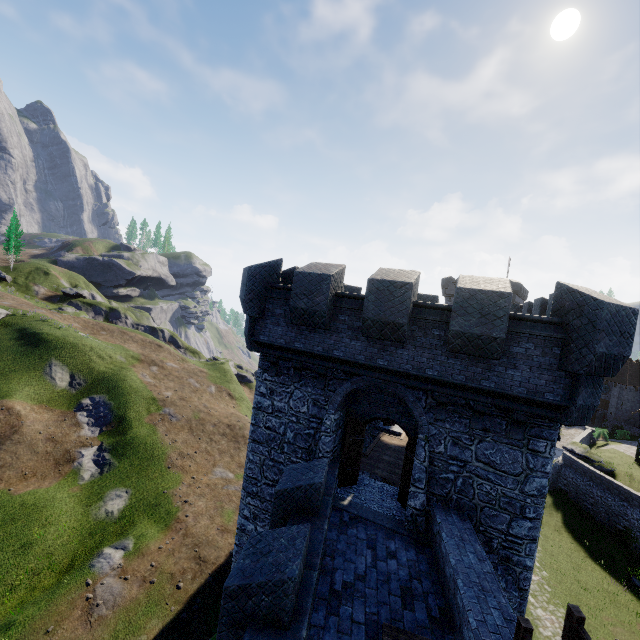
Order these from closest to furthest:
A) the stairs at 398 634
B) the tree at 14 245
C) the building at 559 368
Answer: the stairs at 398 634 → the building at 559 368 → the tree at 14 245

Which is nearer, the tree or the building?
the building

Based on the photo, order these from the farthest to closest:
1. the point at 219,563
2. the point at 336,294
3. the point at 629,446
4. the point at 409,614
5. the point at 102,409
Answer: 1. the point at 629,446
2. the point at 102,409
3. the point at 219,563
4. the point at 336,294
5. the point at 409,614

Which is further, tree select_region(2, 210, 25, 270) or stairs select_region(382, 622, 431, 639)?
tree select_region(2, 210, 25, 270)

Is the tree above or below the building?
above

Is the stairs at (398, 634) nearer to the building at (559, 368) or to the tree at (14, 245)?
the building at (559, 368)

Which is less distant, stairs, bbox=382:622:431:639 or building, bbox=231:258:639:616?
stairs, bbox=382:622:431:639

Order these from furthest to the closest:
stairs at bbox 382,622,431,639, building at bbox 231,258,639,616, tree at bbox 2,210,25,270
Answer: tree at bbox 2,210,25,270, building at bbox 231,258,639,616, stairs at bbox 382,622,431,639
